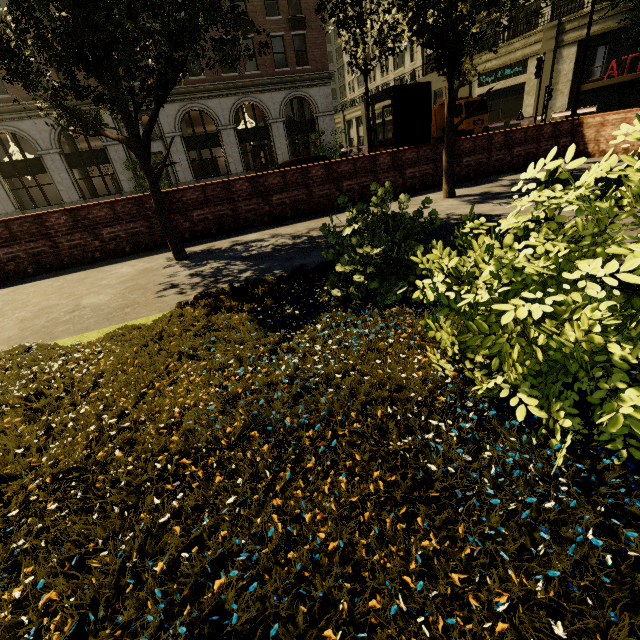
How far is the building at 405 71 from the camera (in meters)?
33.50

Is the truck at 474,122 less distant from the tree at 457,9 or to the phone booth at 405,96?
the tree at 457,9

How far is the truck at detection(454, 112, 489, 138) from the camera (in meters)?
22.36

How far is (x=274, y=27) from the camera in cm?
2320

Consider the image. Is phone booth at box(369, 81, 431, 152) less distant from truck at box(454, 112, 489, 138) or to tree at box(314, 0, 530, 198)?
tree at box(314, 0, 530, 198)

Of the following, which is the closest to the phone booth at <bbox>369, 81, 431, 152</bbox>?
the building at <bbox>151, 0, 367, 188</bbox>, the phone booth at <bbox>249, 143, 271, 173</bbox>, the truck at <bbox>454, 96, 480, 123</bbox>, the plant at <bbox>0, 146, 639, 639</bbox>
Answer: the plant at <bbox>0, 146, 639, 639</bbox>

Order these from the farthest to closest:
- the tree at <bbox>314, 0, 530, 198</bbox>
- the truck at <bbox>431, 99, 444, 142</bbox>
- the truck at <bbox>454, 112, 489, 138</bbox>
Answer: the truck at <bbox>431, 99, 444, 142</bbox> < the truck at <bbox>454, 112, 489, 138</bbox> < the tree at <bbox>314, 0, 530, 198</bbox>

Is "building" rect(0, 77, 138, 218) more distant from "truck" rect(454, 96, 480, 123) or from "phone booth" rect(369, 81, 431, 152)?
"phone booth" rect(369, 81, 431, 152)
